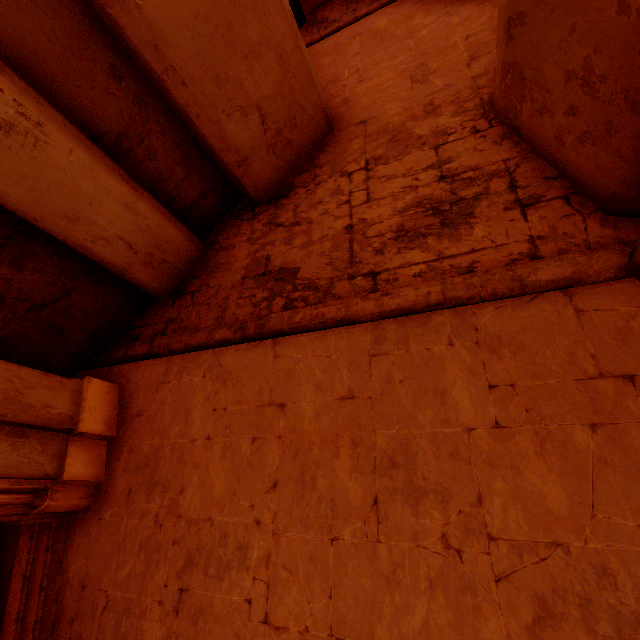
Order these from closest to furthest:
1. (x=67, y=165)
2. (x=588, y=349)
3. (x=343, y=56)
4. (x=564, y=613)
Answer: (x=564, y=613), (x=588, y=349), (x=67, y=165), (x=343, y=56)
